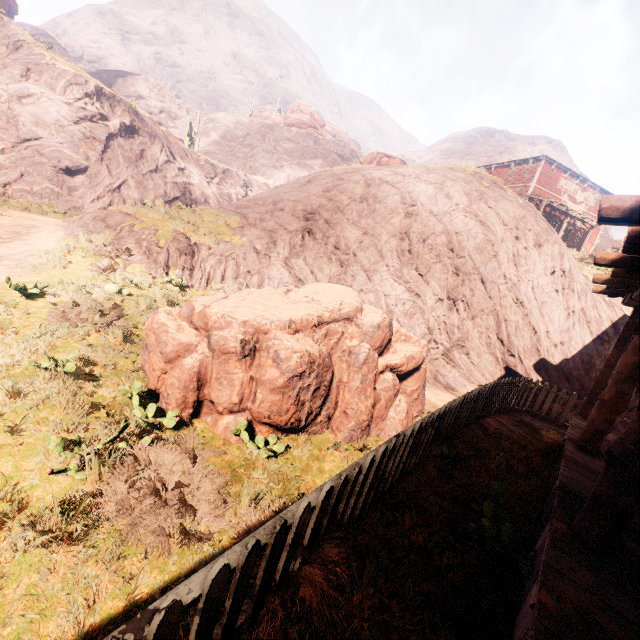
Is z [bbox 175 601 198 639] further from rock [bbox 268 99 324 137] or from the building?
rock [bbox 268 99 324 137]

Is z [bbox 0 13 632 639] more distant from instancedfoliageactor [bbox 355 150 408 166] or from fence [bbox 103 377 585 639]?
instancedfoliageactor [bbox 355 150 408 166]

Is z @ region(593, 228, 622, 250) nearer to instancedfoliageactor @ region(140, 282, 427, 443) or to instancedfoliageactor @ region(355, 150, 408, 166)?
instancedfoliageactor @ region(140, 282, 427, 443)

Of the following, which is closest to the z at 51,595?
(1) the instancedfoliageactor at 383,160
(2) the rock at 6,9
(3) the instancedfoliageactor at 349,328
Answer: (3) the instancedfoliageactor at 349,328

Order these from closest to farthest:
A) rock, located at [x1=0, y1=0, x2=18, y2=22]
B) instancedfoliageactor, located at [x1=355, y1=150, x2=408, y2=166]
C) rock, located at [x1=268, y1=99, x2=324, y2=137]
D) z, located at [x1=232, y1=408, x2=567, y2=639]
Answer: z, located at [x1=232, y1=408, x2=567, y2=639]
instancedfoliageactor, located at [x1=355, y1=150, x2=408, y2=166]
rock, located at [x1=0, y1=0, x2=18, y2=22]
rock, located at [x1=268, y1=99, x2=324, y2=137]

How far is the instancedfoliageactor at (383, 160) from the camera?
18.9m

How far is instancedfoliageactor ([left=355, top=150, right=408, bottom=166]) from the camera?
18.9 meters

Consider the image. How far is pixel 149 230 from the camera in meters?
12.0 m
